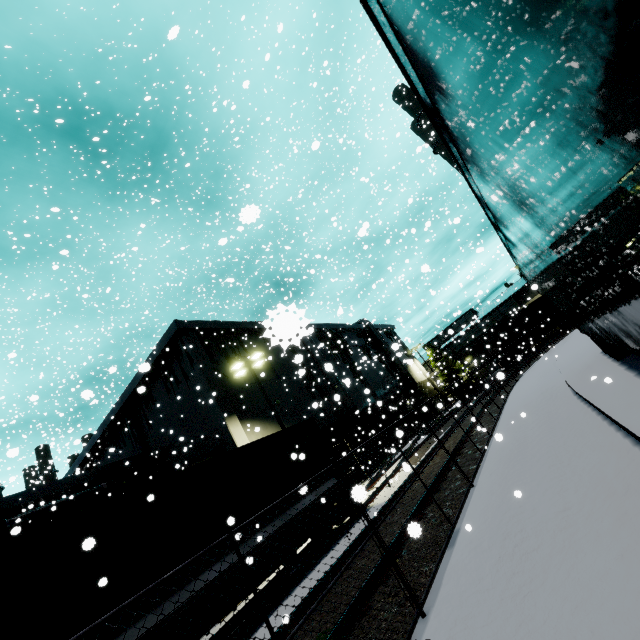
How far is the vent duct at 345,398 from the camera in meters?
1.2 m

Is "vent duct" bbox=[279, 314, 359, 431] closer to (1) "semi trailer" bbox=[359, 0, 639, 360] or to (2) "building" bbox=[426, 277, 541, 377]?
(2) "building" bbox=[426, 277, 541, 377]

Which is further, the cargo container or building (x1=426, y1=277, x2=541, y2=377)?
building (x1=426, y1=277, x2=541, y2=377)

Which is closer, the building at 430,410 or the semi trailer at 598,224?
the semi trailer at 598,224

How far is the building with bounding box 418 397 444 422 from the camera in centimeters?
1041cm

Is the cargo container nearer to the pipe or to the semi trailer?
the pipe

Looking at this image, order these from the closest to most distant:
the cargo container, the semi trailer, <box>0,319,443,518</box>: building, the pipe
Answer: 1. the semi trailer
2. the cargo container
3. the pipe
4. <box>0,319,443,518</box>: building

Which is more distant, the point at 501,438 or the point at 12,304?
the point at 12,304
